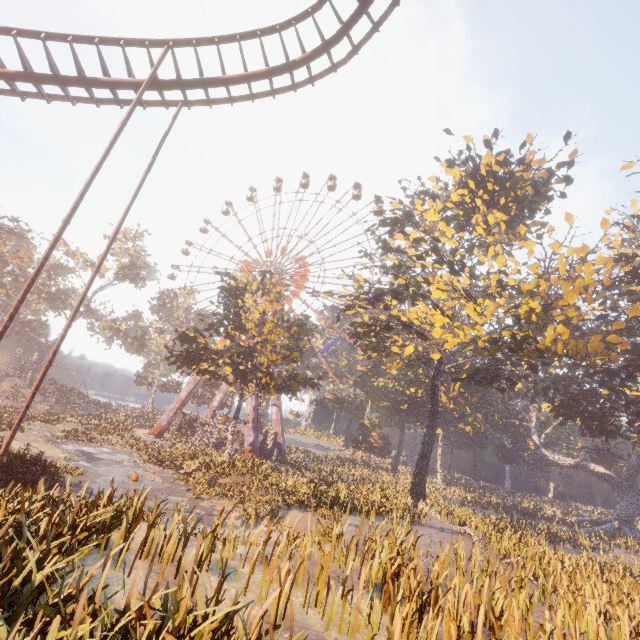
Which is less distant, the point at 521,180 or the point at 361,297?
the point at 521,180

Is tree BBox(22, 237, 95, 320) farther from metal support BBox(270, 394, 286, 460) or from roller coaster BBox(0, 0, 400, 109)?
roller coaster BBox(0, 0, 400, 109)

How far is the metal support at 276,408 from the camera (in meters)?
44.91

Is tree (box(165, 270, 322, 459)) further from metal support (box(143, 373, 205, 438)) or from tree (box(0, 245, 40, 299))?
tree (box(0, 245, 40, 299))

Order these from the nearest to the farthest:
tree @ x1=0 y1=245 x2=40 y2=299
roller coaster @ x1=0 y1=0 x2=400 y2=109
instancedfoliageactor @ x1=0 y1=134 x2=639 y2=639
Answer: instancedfoliageactor @ x1=0 y1=134 x2=639 y2=639, roller coaster @ x1=0 y1=0 x2=400 y2=109, tree @ x1=0 y1=245 x2=40 y2=299

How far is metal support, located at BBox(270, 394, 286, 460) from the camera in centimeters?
4491cm

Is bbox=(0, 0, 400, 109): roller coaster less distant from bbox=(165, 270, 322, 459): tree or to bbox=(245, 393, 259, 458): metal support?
bbox=(165, 270, 322, 459): tree

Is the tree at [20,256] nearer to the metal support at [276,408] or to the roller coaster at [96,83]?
the metal support at [276,408]
